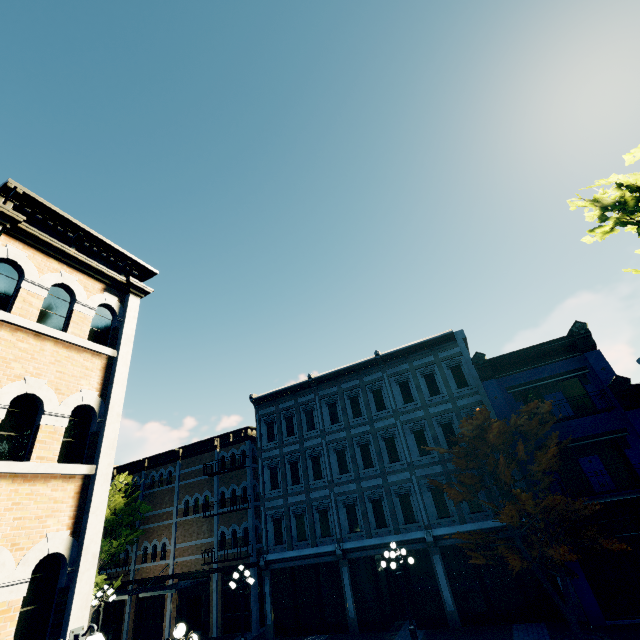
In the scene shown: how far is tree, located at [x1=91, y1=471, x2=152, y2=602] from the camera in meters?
20.4 m

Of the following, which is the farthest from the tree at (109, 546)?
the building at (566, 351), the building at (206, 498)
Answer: the building at (206, 498)

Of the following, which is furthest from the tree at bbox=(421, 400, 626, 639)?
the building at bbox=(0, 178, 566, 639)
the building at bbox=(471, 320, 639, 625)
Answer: the building at bbox=(0, 178, 566, 639)

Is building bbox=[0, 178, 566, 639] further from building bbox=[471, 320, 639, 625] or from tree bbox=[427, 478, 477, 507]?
tree bbox=[427, 478, 477, 507]

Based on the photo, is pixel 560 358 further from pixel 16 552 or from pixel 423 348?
pixel 16 552

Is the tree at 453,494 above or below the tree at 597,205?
below

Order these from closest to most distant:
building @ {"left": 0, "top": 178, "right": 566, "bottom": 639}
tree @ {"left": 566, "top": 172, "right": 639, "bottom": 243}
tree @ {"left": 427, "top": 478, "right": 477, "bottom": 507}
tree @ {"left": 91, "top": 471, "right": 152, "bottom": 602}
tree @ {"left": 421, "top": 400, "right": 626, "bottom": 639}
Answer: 1. building @ {"left": 0, "top": 178, "right": 566, "bottom": 639}
2. tree @ {"left": 566, "top": 172, "right": 639, "bottom": 243}
3. tree @ {"left": 421, "top": 400, "right": 626, "bottom": 639}
4. tree @ {"left": 427, "top": 478, "right": 477, "bottom": 507}
5. tree @ {"left": 91, "top": 471, "right": 152, "bottom": 602}

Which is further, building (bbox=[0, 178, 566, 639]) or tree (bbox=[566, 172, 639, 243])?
tree (bbox=[566, 172, 639, 243])
